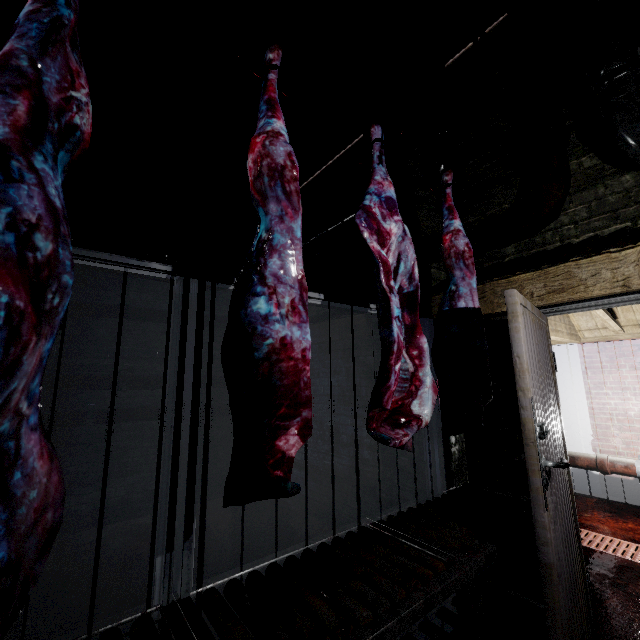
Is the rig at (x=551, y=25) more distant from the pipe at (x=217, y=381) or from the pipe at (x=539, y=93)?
the pipe at (x=217, y=381)

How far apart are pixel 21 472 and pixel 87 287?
3.9 meters

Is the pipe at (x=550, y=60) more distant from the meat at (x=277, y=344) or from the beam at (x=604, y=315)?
the meat at (x=277, y=344)

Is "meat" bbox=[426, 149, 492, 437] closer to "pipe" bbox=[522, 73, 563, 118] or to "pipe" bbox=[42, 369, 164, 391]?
"pipe" bbox=[522, 73, 563, 118]

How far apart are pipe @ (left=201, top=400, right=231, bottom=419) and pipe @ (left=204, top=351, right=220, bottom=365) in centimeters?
11cm

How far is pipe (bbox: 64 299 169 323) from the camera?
3.53m

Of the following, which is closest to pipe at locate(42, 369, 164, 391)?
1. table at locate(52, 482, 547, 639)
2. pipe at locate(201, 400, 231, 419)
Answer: pipe at locate(201, 400, 231, 419)

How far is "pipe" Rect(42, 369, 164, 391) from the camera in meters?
3.3
